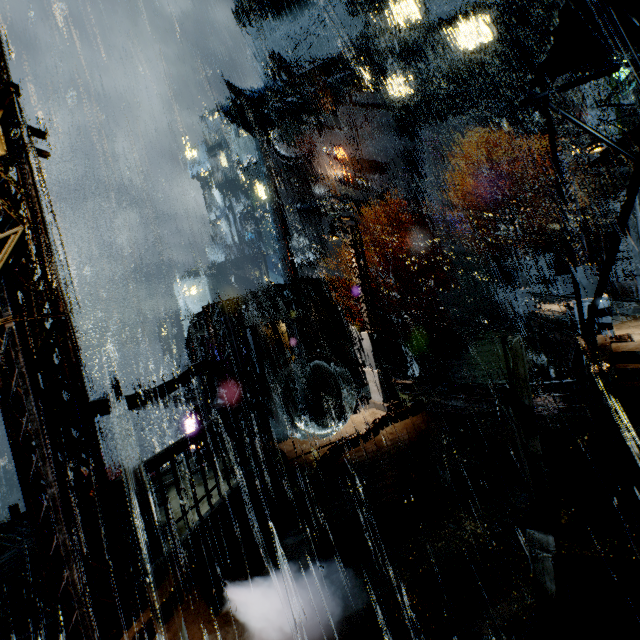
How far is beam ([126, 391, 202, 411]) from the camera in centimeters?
2450cm

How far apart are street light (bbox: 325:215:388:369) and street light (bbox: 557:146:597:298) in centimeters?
740cm

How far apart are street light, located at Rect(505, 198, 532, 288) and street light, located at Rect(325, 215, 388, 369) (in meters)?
14.19

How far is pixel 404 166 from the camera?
42.8 meters

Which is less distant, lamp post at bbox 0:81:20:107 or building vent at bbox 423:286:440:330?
lamp post at bbox 0:81:20:107

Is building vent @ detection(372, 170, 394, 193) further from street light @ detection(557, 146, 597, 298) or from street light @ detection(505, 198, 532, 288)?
street light @ detection(557, 146, 597, 298)

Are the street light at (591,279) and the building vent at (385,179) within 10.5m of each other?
no

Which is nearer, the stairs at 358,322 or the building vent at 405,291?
the stairs at 358,322
